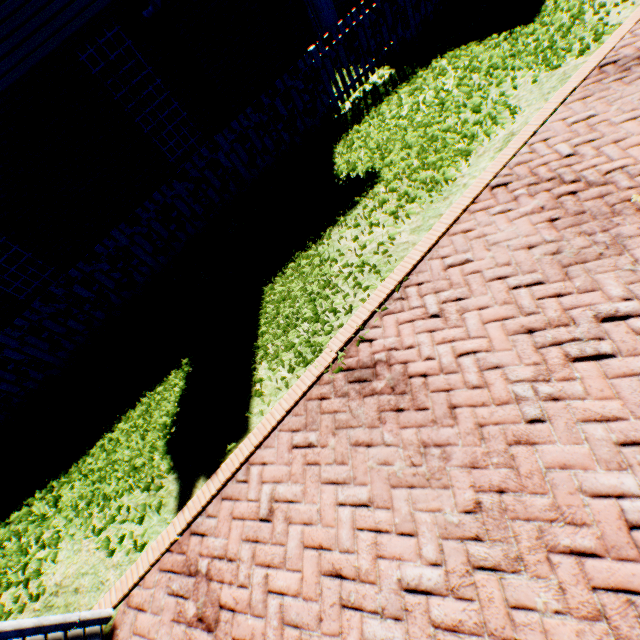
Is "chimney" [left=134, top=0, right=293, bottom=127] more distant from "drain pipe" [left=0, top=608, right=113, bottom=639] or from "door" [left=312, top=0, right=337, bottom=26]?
"drain pipe" [left=0, top=608, right=113, bottom=639]

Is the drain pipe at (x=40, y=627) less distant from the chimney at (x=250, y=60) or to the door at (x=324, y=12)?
the chimney at (x=250, y=60)

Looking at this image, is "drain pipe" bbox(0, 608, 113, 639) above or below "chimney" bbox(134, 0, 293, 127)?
below

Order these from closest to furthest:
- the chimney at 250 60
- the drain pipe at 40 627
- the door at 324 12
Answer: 1. the drain pipe at 40 627
2. the chimney at 250 60
3. the door at 324 12

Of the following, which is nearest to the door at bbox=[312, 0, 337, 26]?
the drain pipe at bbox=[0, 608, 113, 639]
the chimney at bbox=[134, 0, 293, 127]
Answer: the chimney at bbox=[134, 0, 293, 127]

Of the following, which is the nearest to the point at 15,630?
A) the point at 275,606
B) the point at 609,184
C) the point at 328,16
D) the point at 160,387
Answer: the point at 275,606

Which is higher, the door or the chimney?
the chimney
